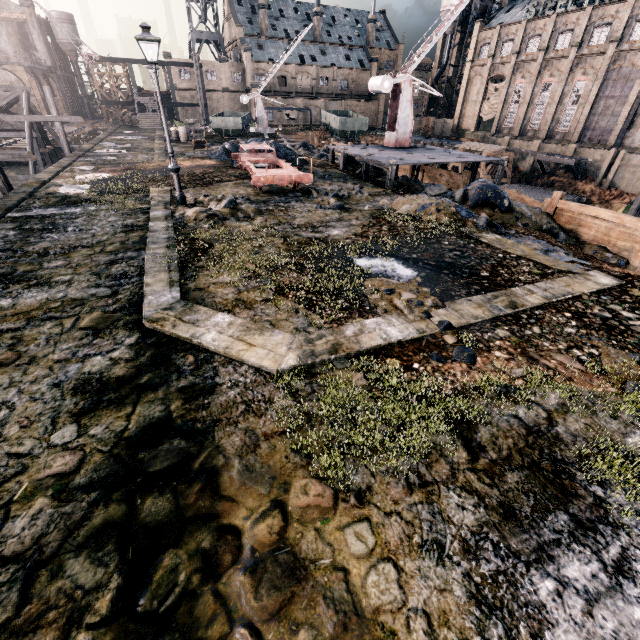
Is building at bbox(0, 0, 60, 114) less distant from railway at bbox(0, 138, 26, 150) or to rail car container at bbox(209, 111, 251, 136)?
railway at bbox(0, 138, 26, 150)

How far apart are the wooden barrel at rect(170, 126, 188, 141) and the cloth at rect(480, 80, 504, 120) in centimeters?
4795cm

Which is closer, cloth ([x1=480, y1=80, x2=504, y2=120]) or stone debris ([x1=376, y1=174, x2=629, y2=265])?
stone debris ([x1=376, y1=174, x2=629, y2=265])

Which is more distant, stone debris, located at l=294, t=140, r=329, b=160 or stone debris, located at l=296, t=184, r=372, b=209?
stone debris, located at l=294, t=140, r=329, b=160

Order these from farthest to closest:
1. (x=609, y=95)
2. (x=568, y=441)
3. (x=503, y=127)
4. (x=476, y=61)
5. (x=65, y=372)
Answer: (x=476, y=61), (x=503, y=127), (x=609, y=95), (x=65, y=372), (x=568, y=441)

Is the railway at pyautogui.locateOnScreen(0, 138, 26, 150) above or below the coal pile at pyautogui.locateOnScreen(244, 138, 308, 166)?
below

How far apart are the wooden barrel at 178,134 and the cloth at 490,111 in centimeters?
4795cm

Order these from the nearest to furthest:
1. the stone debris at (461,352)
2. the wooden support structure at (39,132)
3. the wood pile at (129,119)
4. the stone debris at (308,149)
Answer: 1. the stone debris at (461,352)
2. the wooden support structure at (39,132)
3. the stone debris at (308,149)
4. the wood pile at (129,119)
